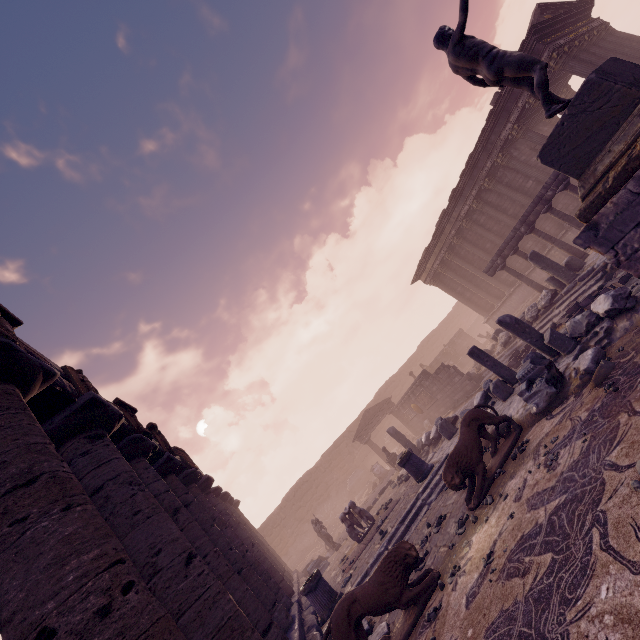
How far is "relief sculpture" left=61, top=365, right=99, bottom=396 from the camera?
5.9 meters

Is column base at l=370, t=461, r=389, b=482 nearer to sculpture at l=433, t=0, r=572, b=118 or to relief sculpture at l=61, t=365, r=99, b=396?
relief sculpture at l=61, t=365, r=99, b=396

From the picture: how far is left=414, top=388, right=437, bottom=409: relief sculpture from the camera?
20.19m

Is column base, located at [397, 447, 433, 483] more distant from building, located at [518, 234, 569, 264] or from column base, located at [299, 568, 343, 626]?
building, located at [518, 234, 569, 264]

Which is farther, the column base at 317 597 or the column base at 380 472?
the column base at 380 472

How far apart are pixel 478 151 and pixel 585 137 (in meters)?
15.05

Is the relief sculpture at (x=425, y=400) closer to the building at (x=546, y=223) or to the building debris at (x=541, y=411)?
the building debris at (x=541, y=411)

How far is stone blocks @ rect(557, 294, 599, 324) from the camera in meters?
9.6 m
